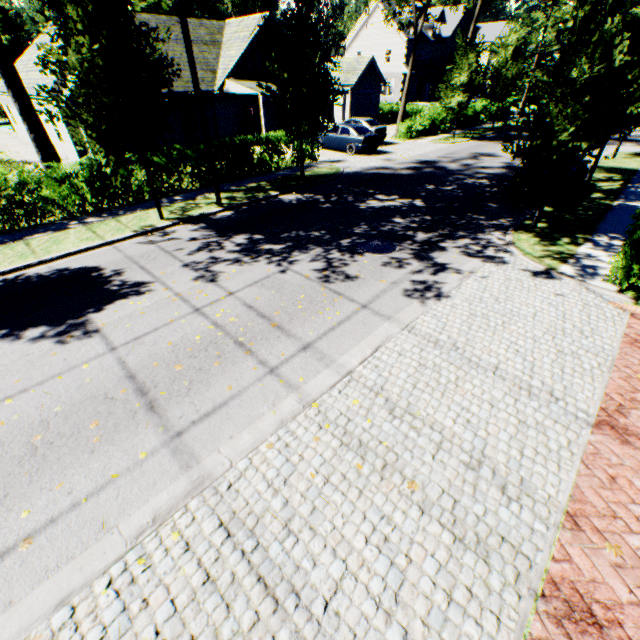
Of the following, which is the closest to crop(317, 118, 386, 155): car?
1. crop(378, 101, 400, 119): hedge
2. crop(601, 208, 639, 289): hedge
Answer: crop(601, 208, 639, 289): hedge

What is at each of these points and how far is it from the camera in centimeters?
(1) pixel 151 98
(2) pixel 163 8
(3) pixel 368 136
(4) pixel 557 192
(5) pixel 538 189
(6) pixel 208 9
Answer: (1) tree, 931cm
(2) plant, 4378cm
(3) car, 2005cm
(4) car, 1180cm
(5) car, 1212cm
(6) plant, 4550cm

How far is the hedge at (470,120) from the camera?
30.3m

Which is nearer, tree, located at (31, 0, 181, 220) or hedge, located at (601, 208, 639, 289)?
hedge, located at (601, 208, 639, 289)

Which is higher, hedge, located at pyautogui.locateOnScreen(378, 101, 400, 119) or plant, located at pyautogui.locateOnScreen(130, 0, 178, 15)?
plant, located at pyautogui.locateOnScreen(130, 0, 178, 15)

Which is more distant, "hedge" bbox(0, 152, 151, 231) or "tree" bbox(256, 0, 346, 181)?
"tree" bbox(256, 0, 346, 181)

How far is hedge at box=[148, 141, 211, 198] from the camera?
13.28m

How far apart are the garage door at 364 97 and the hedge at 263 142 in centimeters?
2200cm
